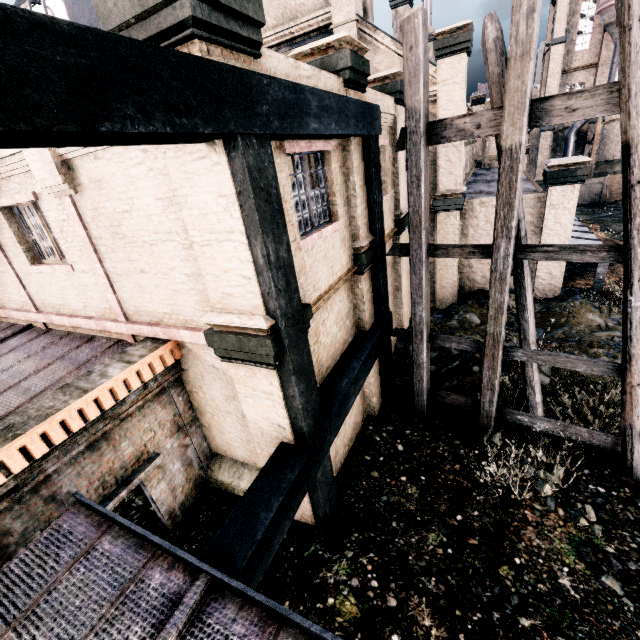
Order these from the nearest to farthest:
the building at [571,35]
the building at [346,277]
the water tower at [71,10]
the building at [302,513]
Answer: the building at [346,277], the building at [302,513], the water tower at [71,10], the building at [571,35]

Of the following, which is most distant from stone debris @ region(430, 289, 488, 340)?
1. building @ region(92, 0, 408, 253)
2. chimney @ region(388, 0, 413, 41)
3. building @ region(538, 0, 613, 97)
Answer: building @ region(538, 0, 613, 97)

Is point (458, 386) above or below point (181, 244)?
below

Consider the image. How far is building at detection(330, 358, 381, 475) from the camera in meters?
9.4

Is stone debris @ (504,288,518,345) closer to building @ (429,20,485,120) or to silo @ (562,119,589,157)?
building @ (429,20,485,120)

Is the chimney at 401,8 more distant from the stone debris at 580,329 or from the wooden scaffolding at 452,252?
the wooden scaffolding at 452,252

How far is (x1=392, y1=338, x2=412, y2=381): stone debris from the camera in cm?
1329

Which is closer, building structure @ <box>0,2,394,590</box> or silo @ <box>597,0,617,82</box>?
building structure @ <box>0,2,394,590</box>
